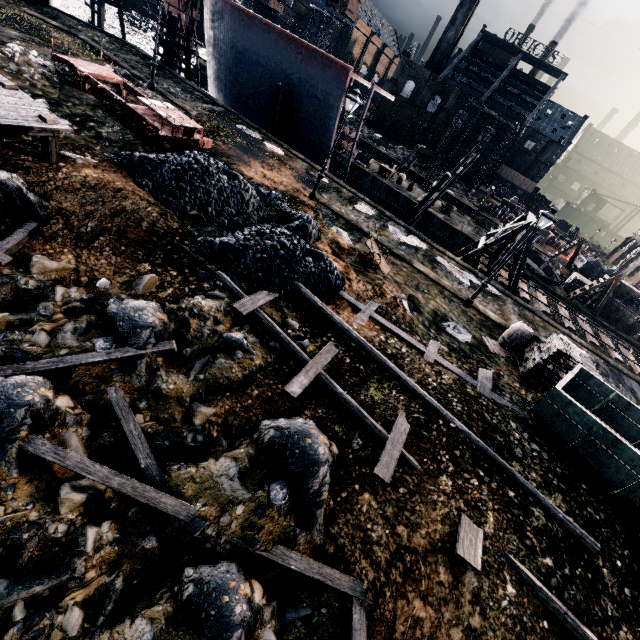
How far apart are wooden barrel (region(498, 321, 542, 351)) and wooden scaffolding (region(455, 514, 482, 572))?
10.3 meters

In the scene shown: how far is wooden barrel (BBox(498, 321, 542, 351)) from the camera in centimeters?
1481cm

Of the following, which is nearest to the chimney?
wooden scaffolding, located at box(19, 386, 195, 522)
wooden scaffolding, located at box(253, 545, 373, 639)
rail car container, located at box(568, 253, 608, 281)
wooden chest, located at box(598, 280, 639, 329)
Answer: rail car container, located at box(568, 253, 608, 281)

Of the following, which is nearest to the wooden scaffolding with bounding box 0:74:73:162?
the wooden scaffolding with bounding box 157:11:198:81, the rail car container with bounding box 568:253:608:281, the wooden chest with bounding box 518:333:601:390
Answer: the wooden chest with bounding box 518:333:601:390

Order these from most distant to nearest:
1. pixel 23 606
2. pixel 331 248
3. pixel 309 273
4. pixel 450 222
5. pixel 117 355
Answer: pixel 450 222, pixel 331 248, pixel 309 273, pixel 117 355, pixel 23 606

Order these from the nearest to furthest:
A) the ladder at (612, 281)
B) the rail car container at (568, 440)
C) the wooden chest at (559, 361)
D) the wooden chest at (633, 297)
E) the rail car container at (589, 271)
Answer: the rail car container at (568, 440)
the wooden chest at (559, 361)
the ladder at (612, 281)
the wooden chest at (633, 297)
the rail car container at (589, 271)

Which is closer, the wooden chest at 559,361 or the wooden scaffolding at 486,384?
the wooden scaffolding at 486,384

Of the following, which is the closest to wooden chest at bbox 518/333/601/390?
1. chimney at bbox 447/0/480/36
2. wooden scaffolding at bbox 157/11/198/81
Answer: wooden scaffolding at bbox 157/11/198/81
